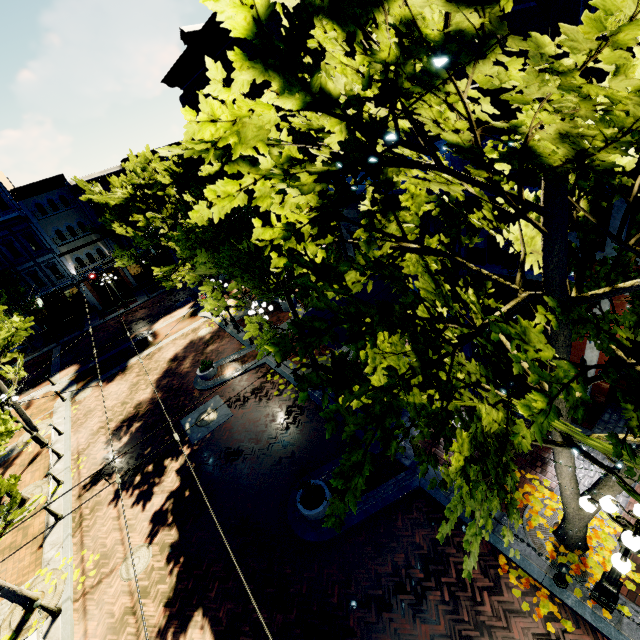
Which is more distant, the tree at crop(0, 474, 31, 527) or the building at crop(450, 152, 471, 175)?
the building at crop(450, 152, 471, 175)

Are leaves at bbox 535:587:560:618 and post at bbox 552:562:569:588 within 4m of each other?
yes

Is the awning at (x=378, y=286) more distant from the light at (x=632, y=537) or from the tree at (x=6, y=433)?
the light at (x=632, y=537)

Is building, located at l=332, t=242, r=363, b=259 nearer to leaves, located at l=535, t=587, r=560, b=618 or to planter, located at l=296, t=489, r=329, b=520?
planter, located at l=296, t=489, r=329, b=520

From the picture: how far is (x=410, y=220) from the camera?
6.2 meters

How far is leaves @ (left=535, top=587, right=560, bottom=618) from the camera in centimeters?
686cm

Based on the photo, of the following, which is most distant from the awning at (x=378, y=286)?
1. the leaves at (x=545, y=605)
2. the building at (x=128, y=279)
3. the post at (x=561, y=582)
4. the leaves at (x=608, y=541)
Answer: the building at (x=128, y=279)
